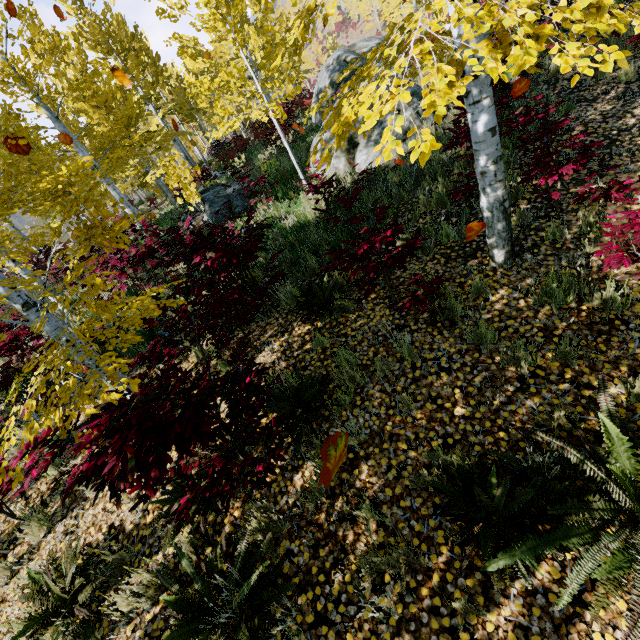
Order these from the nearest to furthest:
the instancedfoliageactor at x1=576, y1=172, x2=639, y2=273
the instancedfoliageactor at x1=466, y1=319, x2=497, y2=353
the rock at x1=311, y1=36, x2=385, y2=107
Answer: the instancedfoliageactor at x1=576, y1=172, x2=639, y2=273
the instancedfoliageactor at x1=466, y1=319, x2=497, y2=353
the rock at x1=311, y1=36, x2=385, y2=107

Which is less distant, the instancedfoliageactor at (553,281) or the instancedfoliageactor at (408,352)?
the instancedfoliageactor at (553,281)

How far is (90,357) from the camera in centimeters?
277cm

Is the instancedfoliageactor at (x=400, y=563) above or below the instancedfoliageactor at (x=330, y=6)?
below

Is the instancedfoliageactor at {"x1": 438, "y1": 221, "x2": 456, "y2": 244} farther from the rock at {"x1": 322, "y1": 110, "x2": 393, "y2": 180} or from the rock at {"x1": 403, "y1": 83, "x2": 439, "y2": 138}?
the rock at {"x1": 322, "y1": 110, "x2": 393, "y2": 180}

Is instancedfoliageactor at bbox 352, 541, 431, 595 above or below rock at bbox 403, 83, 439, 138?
below

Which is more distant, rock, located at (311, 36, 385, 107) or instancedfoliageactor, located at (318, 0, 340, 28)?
rock, located at (311, 36, 385, 107)

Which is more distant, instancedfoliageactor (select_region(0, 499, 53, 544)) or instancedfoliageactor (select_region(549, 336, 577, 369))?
instancedfoliageactor (select_region(0, 499, 53, 544))
